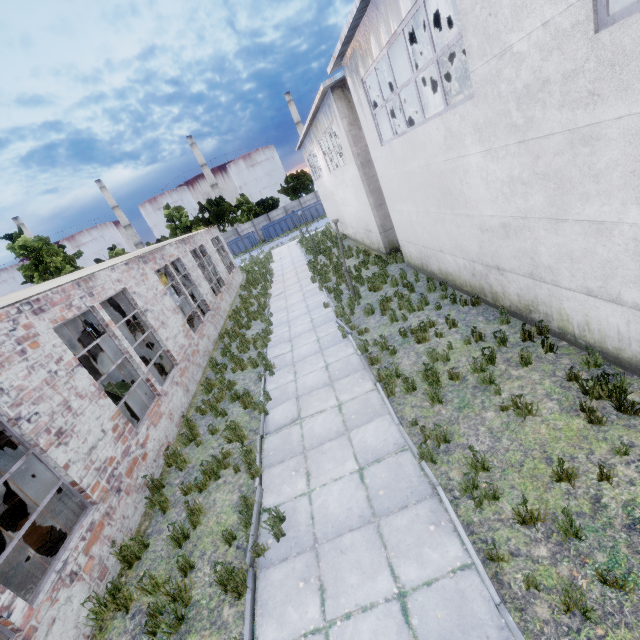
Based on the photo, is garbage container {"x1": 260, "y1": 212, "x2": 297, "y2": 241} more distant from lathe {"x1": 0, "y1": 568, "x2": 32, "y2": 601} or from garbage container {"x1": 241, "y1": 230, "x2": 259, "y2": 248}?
lathe {"x1": 0, "y1": 568, "x2": 32, "y2": 601}

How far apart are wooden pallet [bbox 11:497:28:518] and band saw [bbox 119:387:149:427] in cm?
178

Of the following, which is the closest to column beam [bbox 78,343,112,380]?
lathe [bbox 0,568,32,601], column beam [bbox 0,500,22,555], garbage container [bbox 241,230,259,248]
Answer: column beam [bbox 0,500,22,555]

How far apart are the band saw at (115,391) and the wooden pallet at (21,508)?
1.8 meters

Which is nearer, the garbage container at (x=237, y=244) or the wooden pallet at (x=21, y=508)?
the wooden pallet at (x=21, y=508)

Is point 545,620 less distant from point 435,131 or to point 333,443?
point 333,443

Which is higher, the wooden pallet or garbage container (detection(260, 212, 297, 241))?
garbage container (detection(260, 212, 297, 241))
